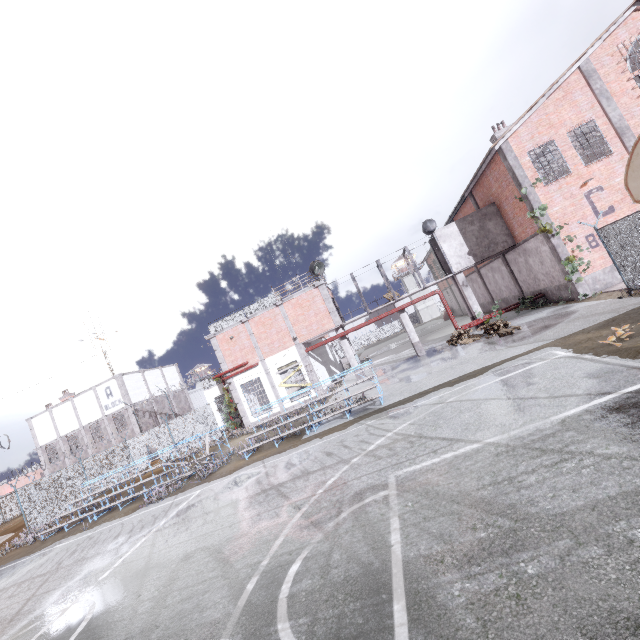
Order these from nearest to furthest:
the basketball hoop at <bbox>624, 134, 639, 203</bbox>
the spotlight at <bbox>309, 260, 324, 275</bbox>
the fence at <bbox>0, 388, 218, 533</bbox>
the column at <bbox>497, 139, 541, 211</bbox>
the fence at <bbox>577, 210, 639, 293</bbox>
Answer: the basketball hoop at <bbox>624, 134, 639, 203</bbox> < the fence at <bbox>577, 210, 639, 293</bbox> < the column at <bbox>497, 139, 541, 211</bbox> < the fence at <bbox>0, 388, 218, 533</bbox> < the spotlight at <bbox>309, 260, 324, 275</bbox>

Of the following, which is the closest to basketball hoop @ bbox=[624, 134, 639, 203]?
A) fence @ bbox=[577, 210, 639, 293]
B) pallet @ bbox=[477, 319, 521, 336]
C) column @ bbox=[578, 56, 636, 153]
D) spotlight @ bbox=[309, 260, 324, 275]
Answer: fence @ bbox=[577, 210, 639, 293]

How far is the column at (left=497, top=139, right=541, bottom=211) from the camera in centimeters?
1647cm

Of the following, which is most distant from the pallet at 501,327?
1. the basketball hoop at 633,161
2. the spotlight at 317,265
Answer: the basketball hoop at 633,161

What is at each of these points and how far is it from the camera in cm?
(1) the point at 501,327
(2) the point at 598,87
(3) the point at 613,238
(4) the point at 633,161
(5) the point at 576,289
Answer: (1) pallet, 1706
(2) column, 1600
(3) fence, 1233
(4) basketball hoop, 427
(5) column, 1600

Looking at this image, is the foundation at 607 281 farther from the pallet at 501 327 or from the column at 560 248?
the pallet at 501 327

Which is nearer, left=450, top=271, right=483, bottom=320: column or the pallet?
the pallet

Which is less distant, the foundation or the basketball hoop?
the basketball hoop
